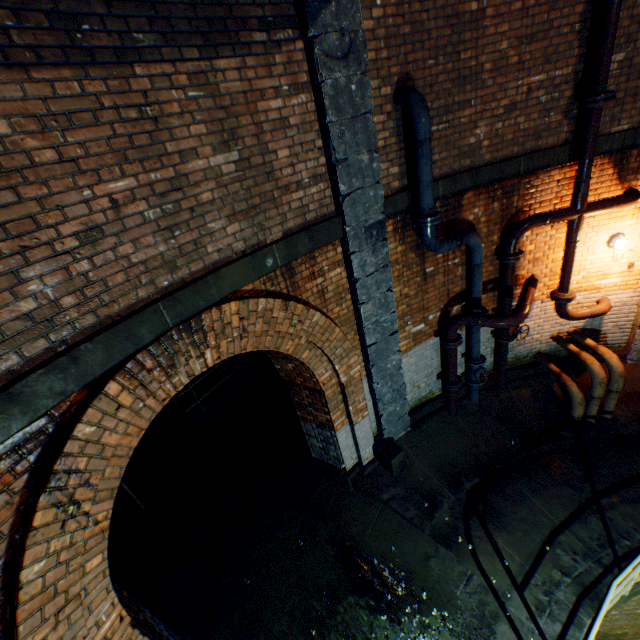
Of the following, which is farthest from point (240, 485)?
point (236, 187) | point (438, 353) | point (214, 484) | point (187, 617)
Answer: point (236, 187)

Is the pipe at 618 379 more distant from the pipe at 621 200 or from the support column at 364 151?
the support column at 364 151

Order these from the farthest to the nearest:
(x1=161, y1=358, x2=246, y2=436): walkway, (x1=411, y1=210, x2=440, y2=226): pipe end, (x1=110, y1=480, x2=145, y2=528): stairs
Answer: (x1=161, y1=358, x2=246, y2=436): walkway → (x1=110, y1=480, x2=145, y2=528): stairs → (x1=411, y1=210, x2=440, y2=226): pipe end

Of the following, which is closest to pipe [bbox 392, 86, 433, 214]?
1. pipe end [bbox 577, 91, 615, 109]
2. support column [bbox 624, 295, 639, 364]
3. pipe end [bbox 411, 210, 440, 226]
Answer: pipe end [bbox 411, 210, 440, 226]

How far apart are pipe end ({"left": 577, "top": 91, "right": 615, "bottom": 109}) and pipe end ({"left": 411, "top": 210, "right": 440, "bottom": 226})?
2.39m

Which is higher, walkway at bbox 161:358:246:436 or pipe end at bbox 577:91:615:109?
pipe end at bbox 577:91:615:109

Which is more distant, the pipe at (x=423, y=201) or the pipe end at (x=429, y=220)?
the pipe end at (x=429, y=220)

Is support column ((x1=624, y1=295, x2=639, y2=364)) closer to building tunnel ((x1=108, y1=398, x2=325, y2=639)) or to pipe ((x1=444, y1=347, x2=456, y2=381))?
pipe ((x1=444, y1=347, x2=456, y2=381))
